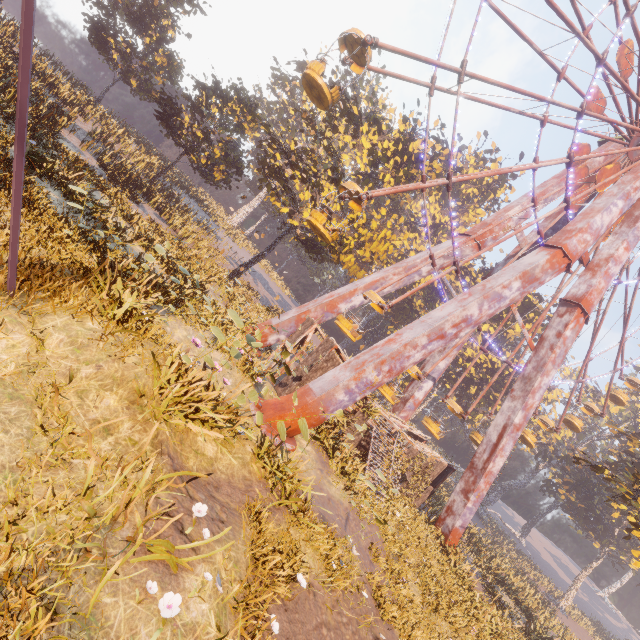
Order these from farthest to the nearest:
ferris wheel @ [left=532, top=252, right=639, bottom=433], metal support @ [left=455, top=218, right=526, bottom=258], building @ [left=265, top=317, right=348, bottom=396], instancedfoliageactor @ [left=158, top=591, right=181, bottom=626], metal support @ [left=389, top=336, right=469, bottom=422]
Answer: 1. metal support @ [left=389, top=336, right=469, bottom=422]
2. ferris wheel @ [left=532, top=252, right=639, bottom=433]
3. metal support @ [left=455, top=218, right=526, bottom=258]
4. building @ [left=265, top=317, right=348, bottom=396]
5. instancedfoliageactor @ [left=158, top=591, right=181, bottom=626]

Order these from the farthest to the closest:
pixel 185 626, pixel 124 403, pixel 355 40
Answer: pixel 355 40 → pixel 124 403 → pixel 185 626

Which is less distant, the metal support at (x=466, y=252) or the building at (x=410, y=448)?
the building at (x=410, y=448)

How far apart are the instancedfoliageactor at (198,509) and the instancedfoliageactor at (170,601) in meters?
1.2 m

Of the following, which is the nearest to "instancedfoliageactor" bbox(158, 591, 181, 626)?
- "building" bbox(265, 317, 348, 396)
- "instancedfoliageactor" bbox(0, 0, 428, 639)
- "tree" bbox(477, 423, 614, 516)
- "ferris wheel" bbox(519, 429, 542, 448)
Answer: "instancedfoliageactor" bbox(0, 0, 428, 639)

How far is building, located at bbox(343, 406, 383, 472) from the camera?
16.3 meters

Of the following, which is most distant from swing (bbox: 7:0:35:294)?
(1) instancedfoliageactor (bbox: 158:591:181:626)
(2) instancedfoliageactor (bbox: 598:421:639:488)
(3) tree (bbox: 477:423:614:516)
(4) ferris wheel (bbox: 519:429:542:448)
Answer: (4) ferris wheel (bbox: 519:429:542:448)

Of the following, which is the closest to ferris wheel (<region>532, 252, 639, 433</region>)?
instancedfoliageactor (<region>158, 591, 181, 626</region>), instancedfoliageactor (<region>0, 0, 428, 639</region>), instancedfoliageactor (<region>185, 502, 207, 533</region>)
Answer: Result: instancedfoliageactor (<region>0, 0, 428, 639</region>)
